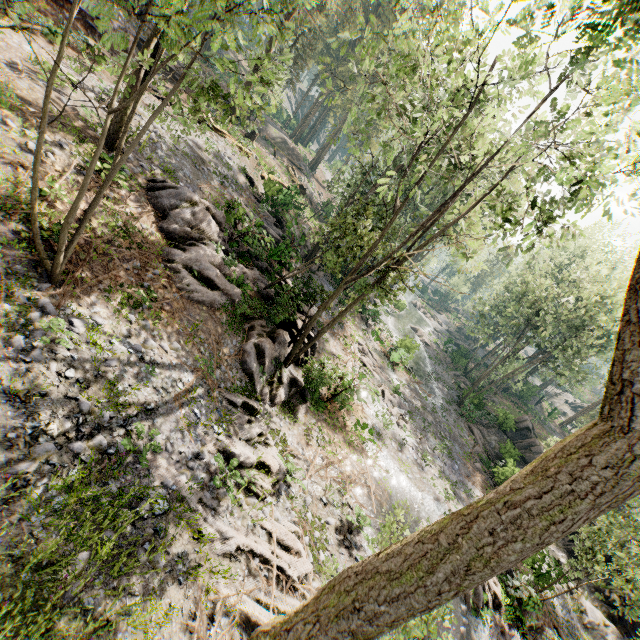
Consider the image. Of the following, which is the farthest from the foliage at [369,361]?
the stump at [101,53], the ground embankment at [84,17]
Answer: the stump at [101,53]

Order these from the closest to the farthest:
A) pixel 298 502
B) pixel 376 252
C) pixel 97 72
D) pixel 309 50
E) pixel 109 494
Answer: pixel 109 494 < pixel 298 502 < pixel 376 252 < pixel 97 72 < pixel 309 50

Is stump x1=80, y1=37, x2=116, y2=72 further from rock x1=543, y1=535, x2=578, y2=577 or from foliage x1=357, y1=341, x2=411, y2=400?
rock x1=543, y1=535, x2=578, y2=577

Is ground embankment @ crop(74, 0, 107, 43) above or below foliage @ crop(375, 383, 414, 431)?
above

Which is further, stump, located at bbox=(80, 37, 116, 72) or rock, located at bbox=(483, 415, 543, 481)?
rock, located at bbox=(483, 415, 543, 481)

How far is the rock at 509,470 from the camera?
24.9m

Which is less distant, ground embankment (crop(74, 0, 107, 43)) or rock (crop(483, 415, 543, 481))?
ground embankment (crop(74, 0, 107, 43))

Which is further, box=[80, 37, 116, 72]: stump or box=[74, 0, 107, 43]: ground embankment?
box=[74, 0, 107, 43]: ground embankment
